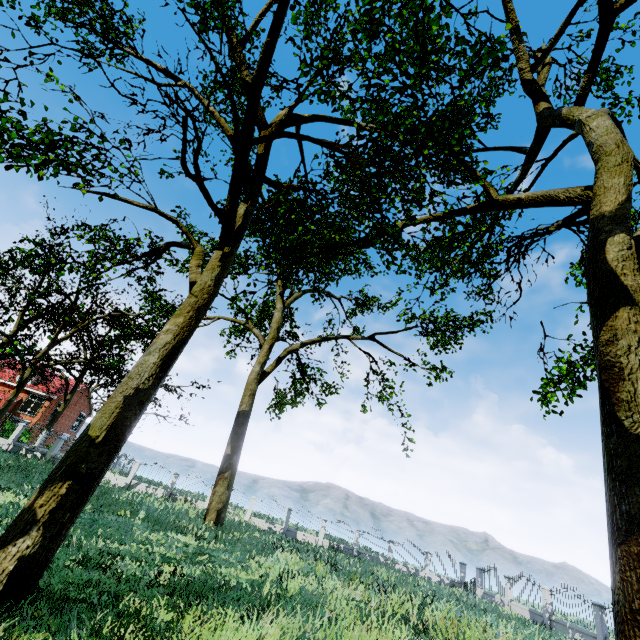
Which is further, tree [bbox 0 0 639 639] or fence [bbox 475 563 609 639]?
fence [bbox 475 563 609 639]

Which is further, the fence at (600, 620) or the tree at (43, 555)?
the fence at (600, 620)

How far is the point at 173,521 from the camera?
15.4 meters
